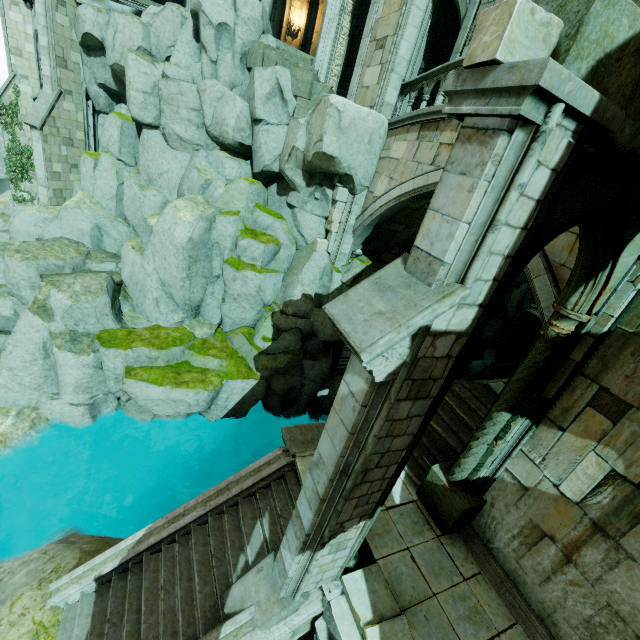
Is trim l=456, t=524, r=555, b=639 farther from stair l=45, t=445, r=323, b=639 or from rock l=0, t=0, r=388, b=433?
rock l=0, t=0, r=388, b=433

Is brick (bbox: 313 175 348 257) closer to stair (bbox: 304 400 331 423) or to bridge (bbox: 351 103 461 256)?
bridge (bbox: 351 103 461 256)

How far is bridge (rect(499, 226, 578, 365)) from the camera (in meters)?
6.27

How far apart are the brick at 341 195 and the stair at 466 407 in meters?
6.7 m

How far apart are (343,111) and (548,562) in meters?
12.2 m

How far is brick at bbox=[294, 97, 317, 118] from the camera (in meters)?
11.95

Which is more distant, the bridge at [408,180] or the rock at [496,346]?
the rock at [496,346]

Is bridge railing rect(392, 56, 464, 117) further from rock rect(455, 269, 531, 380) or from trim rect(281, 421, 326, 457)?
trim rect(281, 421, 326, 457)
